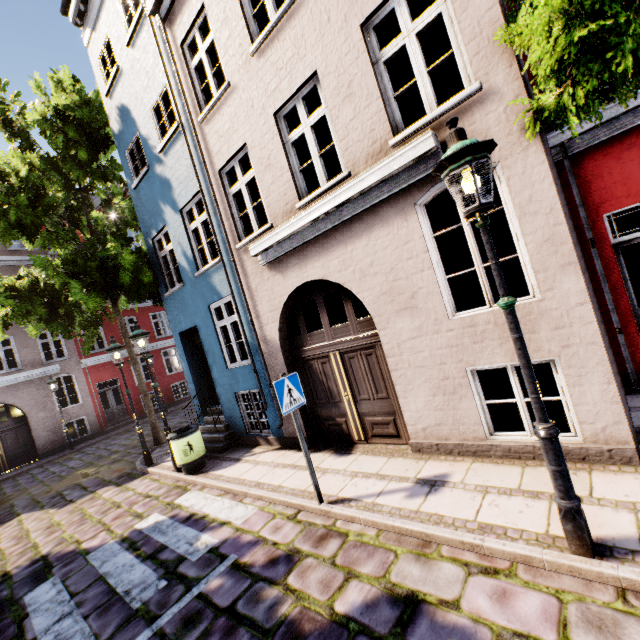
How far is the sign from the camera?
4.5m

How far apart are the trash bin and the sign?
4.2m

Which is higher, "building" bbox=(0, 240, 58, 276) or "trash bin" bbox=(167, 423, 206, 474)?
"building" bbox=(0, 240, 58, 276)

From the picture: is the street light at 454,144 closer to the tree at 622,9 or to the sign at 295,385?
the tree at 622,9

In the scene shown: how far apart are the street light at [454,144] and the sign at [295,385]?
2.90m

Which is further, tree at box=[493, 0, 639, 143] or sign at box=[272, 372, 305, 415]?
sign at box=[272, 372, 305, 415]

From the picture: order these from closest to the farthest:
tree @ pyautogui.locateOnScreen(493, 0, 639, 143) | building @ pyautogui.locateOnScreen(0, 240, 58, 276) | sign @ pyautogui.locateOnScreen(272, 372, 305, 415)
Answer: tree @ pyautogui.locateOnScreen(493, 0, 639, 143), sign @ pyautogui.locateOnScreen(272, 372, 305, 415), building @ pyautogui.locateOnScreen(0, 240, 58, 276)

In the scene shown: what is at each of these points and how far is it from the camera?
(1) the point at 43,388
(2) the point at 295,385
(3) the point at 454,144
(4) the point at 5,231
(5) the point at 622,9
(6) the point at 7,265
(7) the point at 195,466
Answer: (1) building, 17.1 meters
(2) sign, 4.8 meters
(3) street light, 2.7 meters
(4) tree, 8.3 meters
(5) tree, 2.5 meters
(6) building, 17.1 meters
(7) trash bin, 7.6 meters
